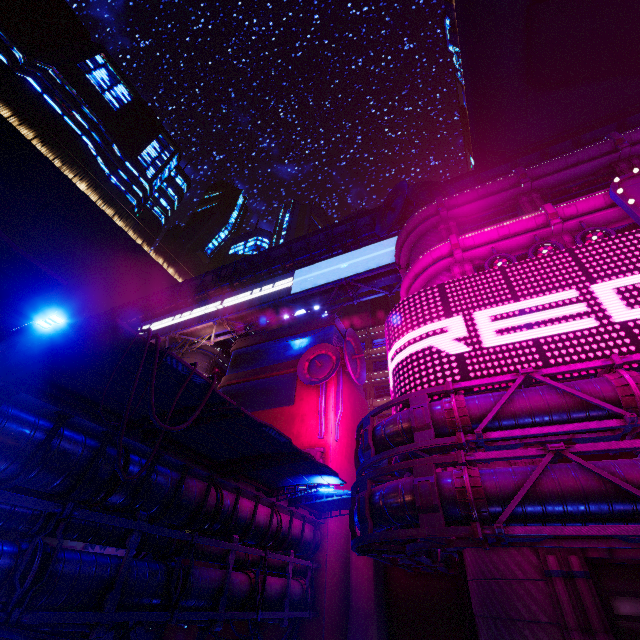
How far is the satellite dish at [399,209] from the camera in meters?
25.1 m

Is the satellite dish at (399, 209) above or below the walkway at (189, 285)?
below

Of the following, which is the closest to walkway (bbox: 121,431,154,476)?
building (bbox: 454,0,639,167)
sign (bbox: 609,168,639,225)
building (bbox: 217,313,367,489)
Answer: building (bbox: 217,313,367,489)

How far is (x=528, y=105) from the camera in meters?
44.1 m

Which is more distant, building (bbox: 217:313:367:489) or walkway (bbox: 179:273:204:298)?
walkway (bbox: 179:273:204:298)

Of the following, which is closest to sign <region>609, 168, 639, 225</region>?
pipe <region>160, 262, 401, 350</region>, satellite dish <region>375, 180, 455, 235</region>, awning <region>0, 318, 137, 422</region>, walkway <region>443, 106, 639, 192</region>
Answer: walkway <region>443, 106, 639, 192</region>

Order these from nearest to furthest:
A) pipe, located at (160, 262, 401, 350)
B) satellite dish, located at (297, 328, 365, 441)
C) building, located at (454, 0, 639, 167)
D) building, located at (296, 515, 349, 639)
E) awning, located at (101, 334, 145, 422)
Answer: awning, located at (101, 334, 145, 422), building, located at (296, 515, 349, 639), satellite dish, located at (297, 328, 365, 441), pipe, located at (160, 262, 401, 350), building, located at (454, 0, 639, 167)

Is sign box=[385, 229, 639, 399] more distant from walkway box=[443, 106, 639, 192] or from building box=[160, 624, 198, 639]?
walkway box=[443, 106, 639, 192]
